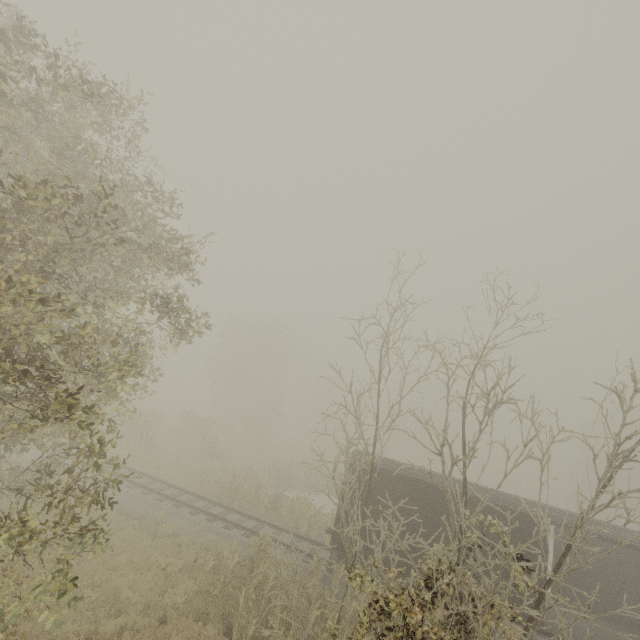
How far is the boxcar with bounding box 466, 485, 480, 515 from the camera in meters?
12.8 m

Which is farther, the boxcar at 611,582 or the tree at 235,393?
the boxcar at 611,582

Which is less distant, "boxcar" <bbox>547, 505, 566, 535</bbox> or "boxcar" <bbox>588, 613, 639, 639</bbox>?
"boxcar" <bbox>547, 505, 566, 535</bbox>

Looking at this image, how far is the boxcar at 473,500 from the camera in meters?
12.8

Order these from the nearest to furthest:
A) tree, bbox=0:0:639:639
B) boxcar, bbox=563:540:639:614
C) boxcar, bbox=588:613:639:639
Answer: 1. tree, bbox=0:0:639:639
2. boxcar, bbox=588:613:639:639
3. boxcar, bbox=563:540:639:614

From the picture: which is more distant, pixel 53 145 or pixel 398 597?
pixel 53 145
